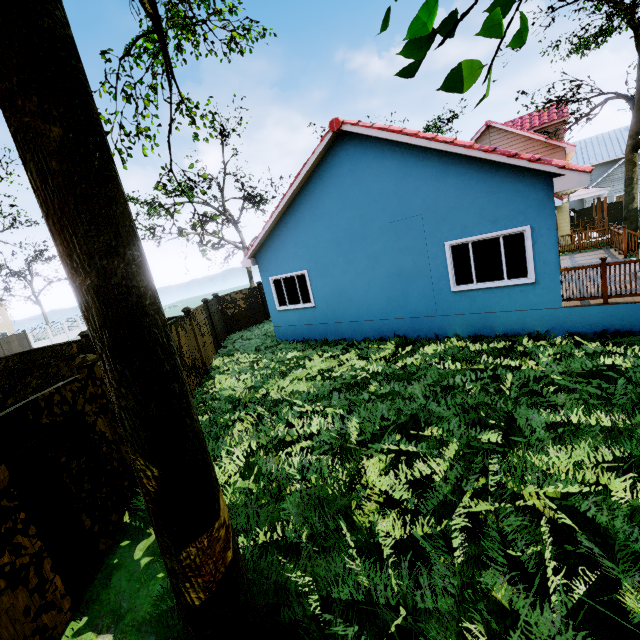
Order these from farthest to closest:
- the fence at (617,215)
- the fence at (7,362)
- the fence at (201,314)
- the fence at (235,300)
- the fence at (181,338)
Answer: the fence at (617,215), the fence at (235,300), the fence at (201,314), the fence at (181,338), the fence at (7,362)

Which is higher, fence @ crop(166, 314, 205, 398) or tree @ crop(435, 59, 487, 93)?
tree @ crop(435, 59, 487, 93)

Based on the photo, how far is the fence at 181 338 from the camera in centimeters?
933cm

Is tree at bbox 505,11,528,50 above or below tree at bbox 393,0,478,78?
below

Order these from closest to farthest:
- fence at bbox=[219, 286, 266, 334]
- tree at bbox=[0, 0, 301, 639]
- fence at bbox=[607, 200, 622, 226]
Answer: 1. tree at bbox=[0, 0, 301, 639]
2. fence at bbox=[219, 286, 266, 334]
3. fence at bbox=[607, 200, 622, 226]

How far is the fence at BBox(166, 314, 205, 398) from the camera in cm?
933

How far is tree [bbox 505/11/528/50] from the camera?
1.0 meters

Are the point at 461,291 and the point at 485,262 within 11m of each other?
yes
